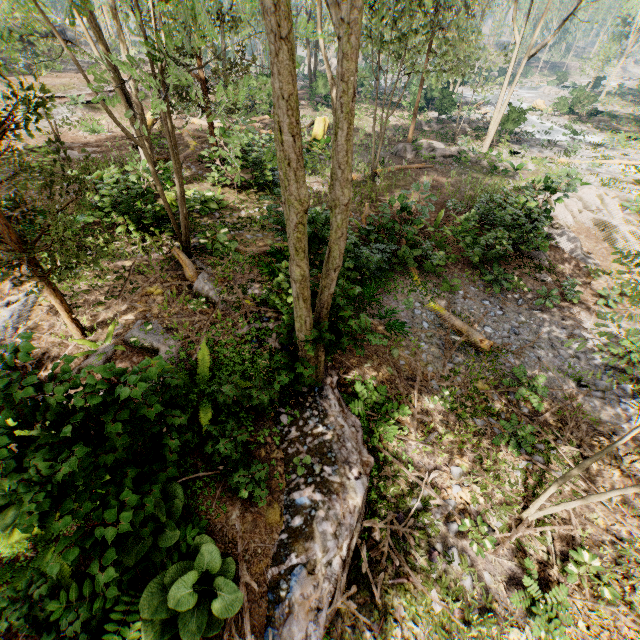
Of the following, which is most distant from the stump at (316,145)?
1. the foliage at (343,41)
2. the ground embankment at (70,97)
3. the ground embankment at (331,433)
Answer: the ground embankment at (331,433)

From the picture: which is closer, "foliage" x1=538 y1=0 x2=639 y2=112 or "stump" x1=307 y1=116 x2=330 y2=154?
"stump" x1=307 y1=116 x2=330 y2=154

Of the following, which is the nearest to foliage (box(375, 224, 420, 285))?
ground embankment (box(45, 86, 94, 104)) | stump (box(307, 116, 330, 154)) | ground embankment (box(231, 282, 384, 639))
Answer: ground embankment (box(231, 282, 384, 639))

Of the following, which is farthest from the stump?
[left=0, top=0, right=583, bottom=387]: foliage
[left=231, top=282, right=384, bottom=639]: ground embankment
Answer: [left=231, top=282, right=384, bottom=639]: ground embankment

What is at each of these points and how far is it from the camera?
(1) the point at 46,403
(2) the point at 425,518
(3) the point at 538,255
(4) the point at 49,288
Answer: (1) foliage, 3.6m
(2) ground embankment, 6.0m
(3) foliage, 14.0m
(4) foliage, 6.1m

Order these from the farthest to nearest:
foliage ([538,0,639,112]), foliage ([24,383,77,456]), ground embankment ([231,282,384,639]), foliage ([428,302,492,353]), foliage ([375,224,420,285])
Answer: foliage ([538,0,639,112]), foliage ([375,224,420,285]), foliage ([428,302,492,353]), ground embankment ([231,282,384,639]), foliage ([24,383,77,456])

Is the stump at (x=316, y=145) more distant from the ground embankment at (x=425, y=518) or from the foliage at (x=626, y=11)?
the ground embankment at (x=425, y=518)

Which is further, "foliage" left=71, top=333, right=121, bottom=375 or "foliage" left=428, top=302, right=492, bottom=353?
"foliage" left=428, top=302, right=492, bottom=353
